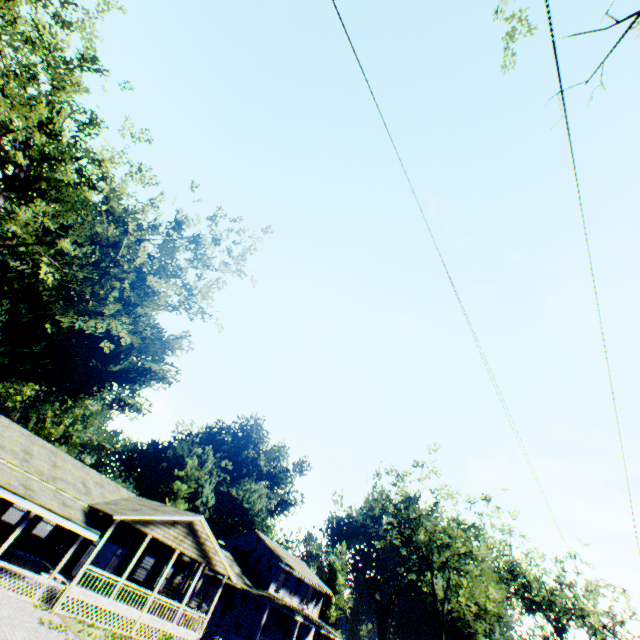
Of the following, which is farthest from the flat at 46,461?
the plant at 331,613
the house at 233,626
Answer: the plant at 331,613

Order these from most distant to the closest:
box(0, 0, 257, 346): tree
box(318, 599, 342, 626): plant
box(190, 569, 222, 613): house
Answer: box(318, 599, 342, 626): plant < box(190, 569, 222, 613): house < box(0, 0, 257, 346): tree

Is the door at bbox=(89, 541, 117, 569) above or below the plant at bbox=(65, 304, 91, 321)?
below

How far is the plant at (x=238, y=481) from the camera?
48.1m

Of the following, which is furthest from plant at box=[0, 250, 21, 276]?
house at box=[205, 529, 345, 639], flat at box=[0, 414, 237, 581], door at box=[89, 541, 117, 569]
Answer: door at box=[89, 541, 117, 569]

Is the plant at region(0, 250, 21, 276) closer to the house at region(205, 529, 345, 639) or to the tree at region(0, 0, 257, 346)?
the house at region(205, 529, 345, 639)

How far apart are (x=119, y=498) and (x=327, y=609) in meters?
54.1 m
